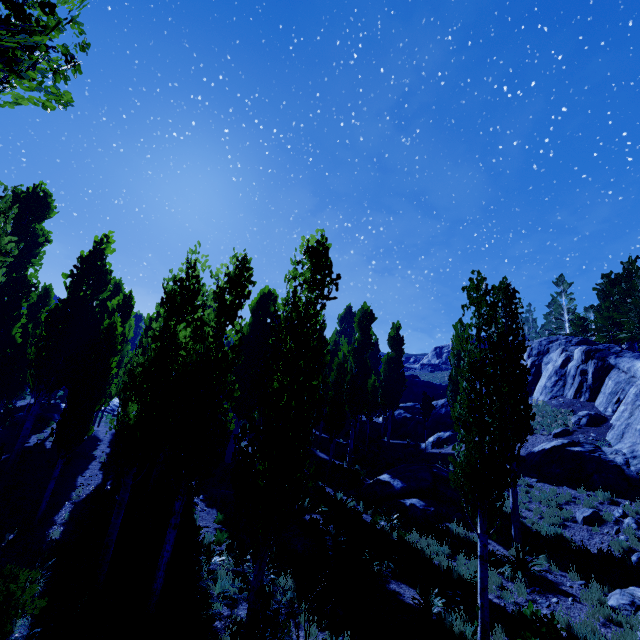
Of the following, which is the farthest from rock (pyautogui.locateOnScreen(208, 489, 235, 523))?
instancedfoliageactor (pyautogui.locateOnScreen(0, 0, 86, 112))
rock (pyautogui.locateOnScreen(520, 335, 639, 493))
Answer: rock (pyautogui.locateOnScreen(520, 335, 639, 493))

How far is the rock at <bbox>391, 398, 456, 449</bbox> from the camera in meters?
26.0

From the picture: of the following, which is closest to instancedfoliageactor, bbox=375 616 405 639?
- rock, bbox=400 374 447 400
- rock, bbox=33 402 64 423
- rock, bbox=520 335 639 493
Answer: rock, bbox=520 335 639 493

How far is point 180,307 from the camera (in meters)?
10.88

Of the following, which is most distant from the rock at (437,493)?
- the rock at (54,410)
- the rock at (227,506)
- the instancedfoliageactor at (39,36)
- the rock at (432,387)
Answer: the rock at (54,410)

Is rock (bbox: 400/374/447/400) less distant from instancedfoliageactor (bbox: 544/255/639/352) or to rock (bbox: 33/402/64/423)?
instancedfoliageactor (bbox: 544/255/639/352)

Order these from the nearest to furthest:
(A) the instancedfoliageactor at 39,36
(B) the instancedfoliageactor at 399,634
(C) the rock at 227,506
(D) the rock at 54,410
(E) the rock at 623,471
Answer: (A) the instancedfoliageactor at 39,36
(B) the instancedfoliageactor at 399,634
(C) the rock at 227,506
(E) the rock at 623,471
(D) the rock at 54,410

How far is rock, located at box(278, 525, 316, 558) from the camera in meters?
11.3
